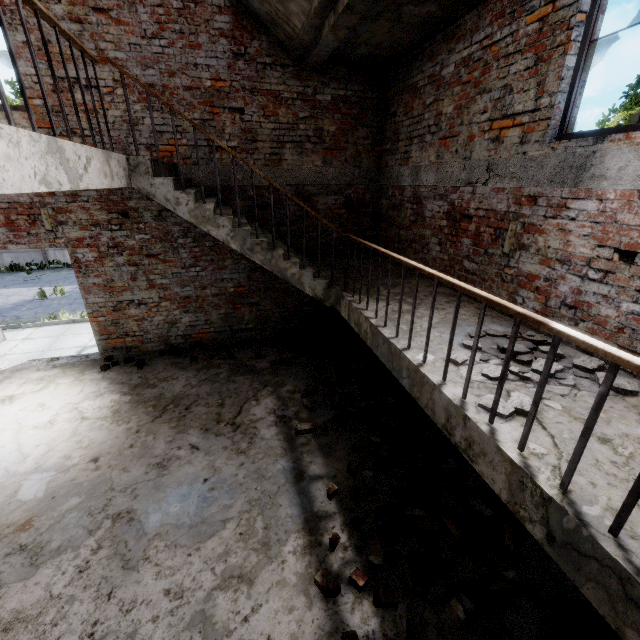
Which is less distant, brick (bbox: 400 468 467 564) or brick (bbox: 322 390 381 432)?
brick (bbox: 400 468 467 564)

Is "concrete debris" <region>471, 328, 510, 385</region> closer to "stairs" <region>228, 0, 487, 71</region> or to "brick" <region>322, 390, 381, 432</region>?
"stairs" <region>228, 0, 487, 71</region>

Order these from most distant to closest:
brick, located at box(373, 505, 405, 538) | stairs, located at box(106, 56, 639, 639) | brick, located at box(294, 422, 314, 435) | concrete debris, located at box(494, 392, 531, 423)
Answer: brick, located at box(294, 422, 314, 435)
brick, located at box(373, 505, 405, 538)
concrete debris, located at box(494, 392, 531, 423)
stairs, located at box(106, 56, 639, 639)

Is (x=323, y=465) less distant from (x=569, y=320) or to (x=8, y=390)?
(x=569, y=320)

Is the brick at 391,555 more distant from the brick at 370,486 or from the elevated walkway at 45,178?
the elevated walkway at 45,178

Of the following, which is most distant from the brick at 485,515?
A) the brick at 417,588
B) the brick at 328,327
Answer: the brick at 328,327

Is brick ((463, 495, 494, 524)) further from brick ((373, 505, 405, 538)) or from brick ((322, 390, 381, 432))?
brick ((322, 390, 381, 432))

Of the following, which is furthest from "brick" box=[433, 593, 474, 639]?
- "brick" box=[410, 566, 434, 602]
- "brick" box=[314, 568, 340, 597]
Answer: "brick" box=[314, 568, 340, 597]
